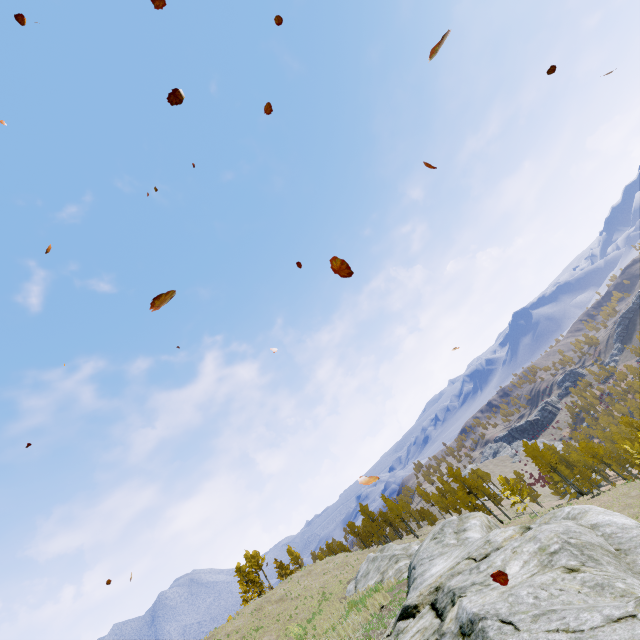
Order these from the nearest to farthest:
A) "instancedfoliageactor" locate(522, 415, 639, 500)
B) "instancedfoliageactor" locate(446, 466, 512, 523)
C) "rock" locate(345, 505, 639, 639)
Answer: "rock" locate(345, 505, 639, 639)
"instancedfoliageactor" locate(522, 415, 639, 500)
"instancedfoliageactor" locate(446, 466, 512, 523)

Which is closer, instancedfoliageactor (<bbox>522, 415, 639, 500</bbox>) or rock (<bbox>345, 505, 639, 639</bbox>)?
rock (<bbox>345, 505, 639, 639</bbox>)

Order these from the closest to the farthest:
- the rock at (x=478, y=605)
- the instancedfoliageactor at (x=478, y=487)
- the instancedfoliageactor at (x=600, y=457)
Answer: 1. the rock at (x=478, y=605)
2. the instancedfoliageactor at (x=600, y=457)
3. the instancedfoliageactor at (x=478, y=487)

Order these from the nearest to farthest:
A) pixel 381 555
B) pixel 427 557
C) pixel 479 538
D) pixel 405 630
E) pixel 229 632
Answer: pixel 405 630 → pixel 479 538 → pixel 427 557 → pixel 381 555 → pixel 229 632

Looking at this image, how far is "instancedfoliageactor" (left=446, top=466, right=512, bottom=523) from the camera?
48.8m

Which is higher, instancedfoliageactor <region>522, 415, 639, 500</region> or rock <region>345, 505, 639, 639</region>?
rock <region>345, 505, 639, 639</region>

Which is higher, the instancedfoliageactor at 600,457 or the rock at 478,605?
the rock at 478,605
